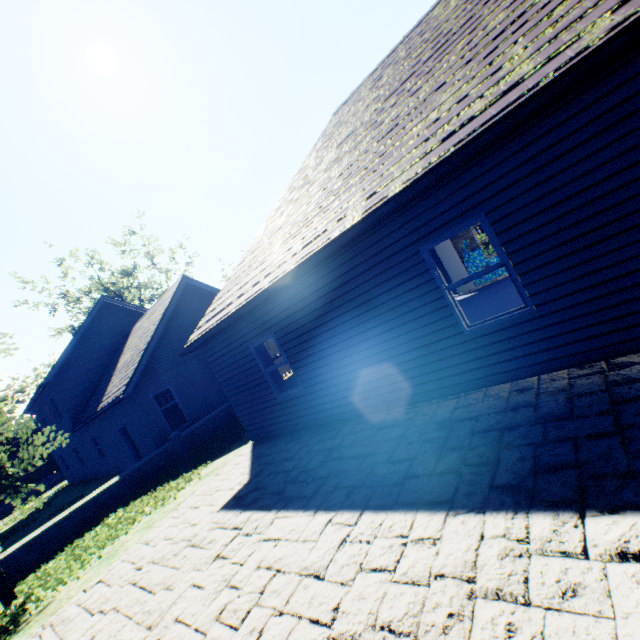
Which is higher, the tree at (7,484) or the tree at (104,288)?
the tree at (104,288)

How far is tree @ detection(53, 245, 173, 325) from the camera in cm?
3569

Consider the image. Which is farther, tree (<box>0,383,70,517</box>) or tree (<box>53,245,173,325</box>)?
tree (<box>53,245,173,325</box>)

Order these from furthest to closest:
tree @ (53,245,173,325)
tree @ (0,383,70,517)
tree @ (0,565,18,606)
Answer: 1. tree @ (53,245,173,325)
2. tree @ (0,383,70,517)
3. tree @ (0,565,18,606)

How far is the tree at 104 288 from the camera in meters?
35.7

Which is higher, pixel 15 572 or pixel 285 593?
pixel 15 572
